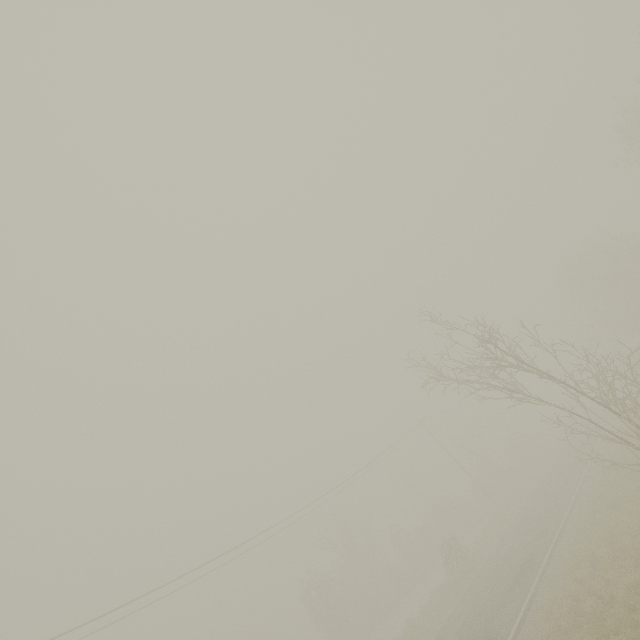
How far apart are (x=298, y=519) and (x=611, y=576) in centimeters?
2267cm
